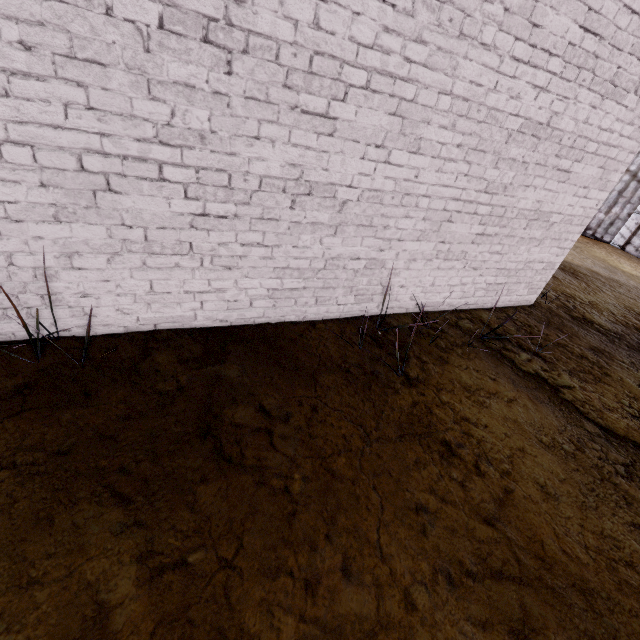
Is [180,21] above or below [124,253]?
above
